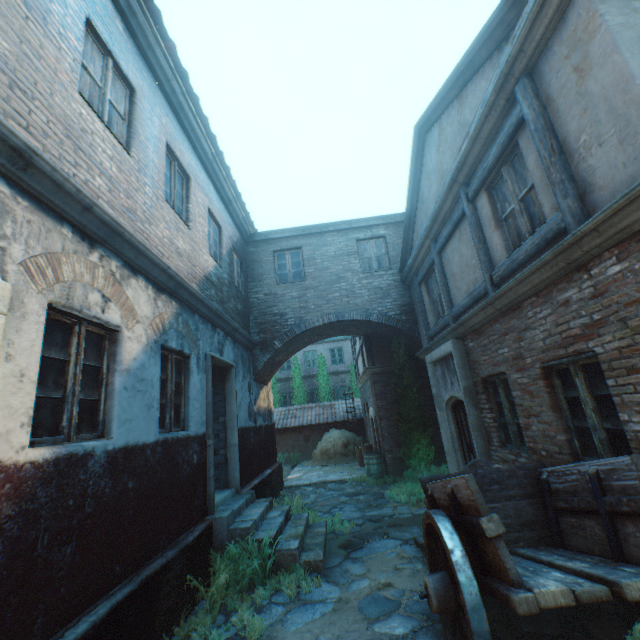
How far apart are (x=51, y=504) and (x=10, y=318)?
1.6 meters

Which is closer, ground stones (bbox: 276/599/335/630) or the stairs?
ground stones (bbox: 276/599/335/630)

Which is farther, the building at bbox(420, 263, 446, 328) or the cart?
the building at bbox(420, 263, 446, 328)

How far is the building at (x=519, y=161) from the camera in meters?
4.1

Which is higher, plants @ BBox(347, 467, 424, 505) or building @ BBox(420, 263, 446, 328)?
building @ BBox(420, 263, 446, 328)

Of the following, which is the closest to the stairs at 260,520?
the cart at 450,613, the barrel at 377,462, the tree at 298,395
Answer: the cart at 450,613

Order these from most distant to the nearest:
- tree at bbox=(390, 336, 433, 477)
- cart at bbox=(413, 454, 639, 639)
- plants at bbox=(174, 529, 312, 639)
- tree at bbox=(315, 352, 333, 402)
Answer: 1. tree at bbox=(315, 352, 333, 402)
2. tree at bbox=(390, 336, 433, 477)
3. plants at bbox=(174, 529, 312, 639)
4. cart at bbox=(413, 454, 639, 639)

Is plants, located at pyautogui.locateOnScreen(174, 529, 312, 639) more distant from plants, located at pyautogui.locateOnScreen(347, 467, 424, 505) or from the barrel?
the barrel
